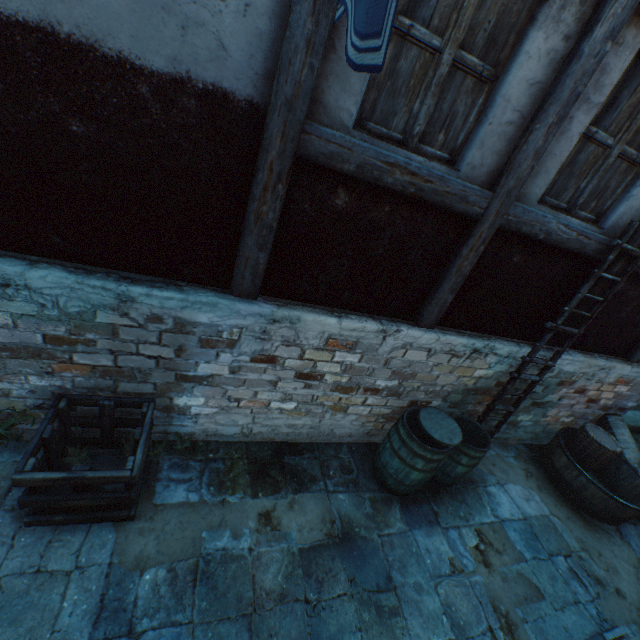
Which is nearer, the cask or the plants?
the plants

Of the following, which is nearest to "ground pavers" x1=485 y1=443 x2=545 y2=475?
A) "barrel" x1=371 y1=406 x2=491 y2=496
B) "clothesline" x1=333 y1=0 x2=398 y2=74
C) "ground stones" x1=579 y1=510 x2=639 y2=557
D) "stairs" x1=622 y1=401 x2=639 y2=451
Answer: "barrel" x1=371 y1=406 x2=491 y2=496

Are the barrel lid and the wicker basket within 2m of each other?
no

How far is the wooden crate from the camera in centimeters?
243cm

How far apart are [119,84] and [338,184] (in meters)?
1.52

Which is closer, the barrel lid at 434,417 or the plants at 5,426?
the plants at 5,426

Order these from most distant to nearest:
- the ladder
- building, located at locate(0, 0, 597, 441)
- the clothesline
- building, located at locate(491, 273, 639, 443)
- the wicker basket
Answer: the wicker basket
building, located at locate(491, 273, 639, 443)
the ladder
building, located at locate(0, 0, 597, 441)
the clothesline

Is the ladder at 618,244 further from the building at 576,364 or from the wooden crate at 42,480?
the wooden crate at 42,480
